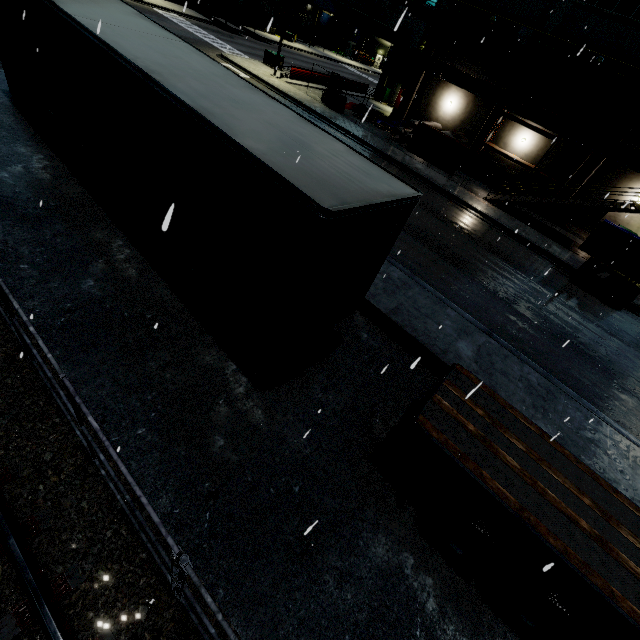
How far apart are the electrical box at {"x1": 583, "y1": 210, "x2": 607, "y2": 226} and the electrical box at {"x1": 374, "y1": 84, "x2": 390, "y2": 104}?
25.5 meters

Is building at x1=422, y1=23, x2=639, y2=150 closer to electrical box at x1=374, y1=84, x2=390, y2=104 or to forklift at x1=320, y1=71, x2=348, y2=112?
electrical box at x1=374, y1=84, x2=390, y2=104

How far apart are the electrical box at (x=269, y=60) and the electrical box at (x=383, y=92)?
12.4 meters

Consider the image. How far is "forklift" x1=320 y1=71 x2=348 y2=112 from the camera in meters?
25.7 m

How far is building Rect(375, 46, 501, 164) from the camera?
26.67m

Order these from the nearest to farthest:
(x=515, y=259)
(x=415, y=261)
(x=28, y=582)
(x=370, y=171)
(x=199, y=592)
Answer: (x=28, y=582) → (x=199, y=592) → (x=370, y=171) → (x=415, y=261) → (x=515, y=259)

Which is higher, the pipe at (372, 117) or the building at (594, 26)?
the building at (594, 26)

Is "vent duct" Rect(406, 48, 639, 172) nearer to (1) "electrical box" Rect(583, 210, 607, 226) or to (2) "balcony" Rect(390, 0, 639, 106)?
(2) "balcony" Rect(390, 0, 639, 106)
